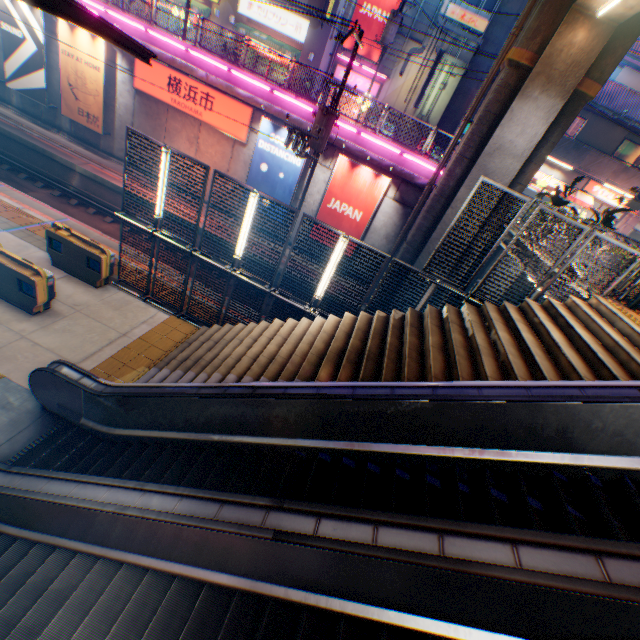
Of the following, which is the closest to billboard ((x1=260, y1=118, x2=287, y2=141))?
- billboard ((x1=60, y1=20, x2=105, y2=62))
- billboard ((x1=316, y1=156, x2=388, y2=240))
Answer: billboard ((x1=316, y1=156, x2=388, y2=240))

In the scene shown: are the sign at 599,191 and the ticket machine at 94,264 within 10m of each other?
no

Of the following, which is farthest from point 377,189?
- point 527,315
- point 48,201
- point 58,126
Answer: point 58,126

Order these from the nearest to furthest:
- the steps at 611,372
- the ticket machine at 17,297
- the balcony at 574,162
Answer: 1. the steps at 611,372
2. the ticket machine at 17,297
3. the balcony at 574,162

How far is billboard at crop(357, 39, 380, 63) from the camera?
23.38m

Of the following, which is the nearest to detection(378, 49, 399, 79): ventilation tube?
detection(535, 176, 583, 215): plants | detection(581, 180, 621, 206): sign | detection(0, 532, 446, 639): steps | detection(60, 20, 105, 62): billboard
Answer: detection(581, 180, 621, 206): sign

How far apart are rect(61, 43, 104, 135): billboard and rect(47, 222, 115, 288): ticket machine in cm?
1140

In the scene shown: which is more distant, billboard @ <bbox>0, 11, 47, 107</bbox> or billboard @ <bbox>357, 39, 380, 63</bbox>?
billboard @ <bbox>357, 39, 380, 63</bbox>
